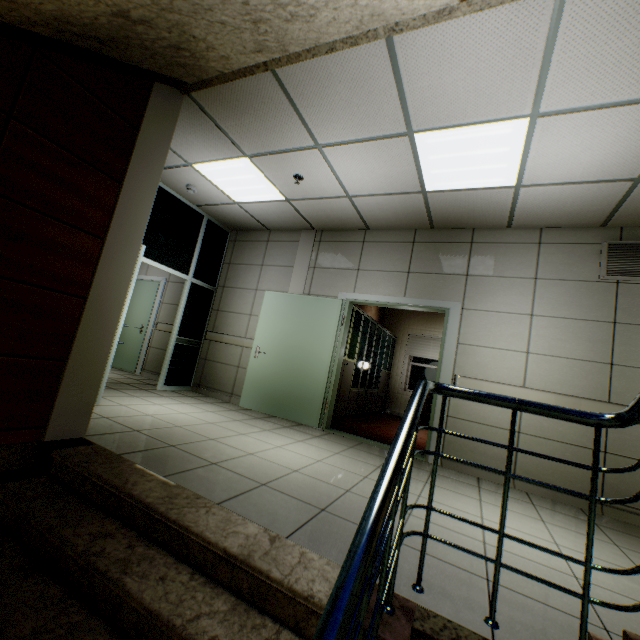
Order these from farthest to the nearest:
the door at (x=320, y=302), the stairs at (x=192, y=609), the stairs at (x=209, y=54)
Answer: the door at (x=320, y=302)
the stairs at (x=209, y=54)
the stairs at (x=192, y=609)

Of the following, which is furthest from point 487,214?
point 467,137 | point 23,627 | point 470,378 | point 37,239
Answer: point 23,627

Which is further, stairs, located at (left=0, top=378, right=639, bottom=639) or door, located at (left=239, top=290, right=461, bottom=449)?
door, located at (left=239, top=290, right=461, bottom=449)

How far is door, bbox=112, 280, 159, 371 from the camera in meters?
7.0 m

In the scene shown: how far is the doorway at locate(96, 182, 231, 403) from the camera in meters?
5.1 m

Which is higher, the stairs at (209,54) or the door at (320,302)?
the stairs at (209,54)

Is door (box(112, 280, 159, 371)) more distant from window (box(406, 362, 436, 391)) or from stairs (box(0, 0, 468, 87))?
window (box(406, 362, 436, 391))

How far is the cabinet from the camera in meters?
6.1 m
